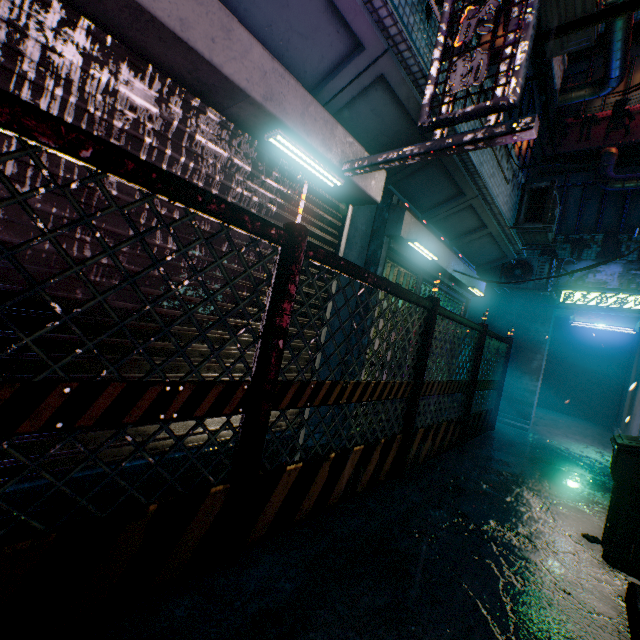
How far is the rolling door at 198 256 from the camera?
2.01m

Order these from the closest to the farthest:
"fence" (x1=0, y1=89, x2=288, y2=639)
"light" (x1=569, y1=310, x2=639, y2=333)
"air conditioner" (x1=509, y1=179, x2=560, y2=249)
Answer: "fence" (x1=0, y1=89, x2=288, y2=639), "air conditioner" (x1=509, y1=179, x2=560, y2=249), "light" (x1=569, y1=310, x2=639, y2=333)

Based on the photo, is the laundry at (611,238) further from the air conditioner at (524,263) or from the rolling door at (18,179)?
the rolling door at (18,179)

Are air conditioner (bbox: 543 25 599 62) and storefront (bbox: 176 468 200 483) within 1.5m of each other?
no

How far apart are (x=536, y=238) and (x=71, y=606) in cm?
650

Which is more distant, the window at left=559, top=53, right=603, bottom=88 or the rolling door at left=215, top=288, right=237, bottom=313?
the window at left=559, top=53, right=603, bottom=88

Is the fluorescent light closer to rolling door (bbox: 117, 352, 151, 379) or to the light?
rolling door (bbox: 117, 352, 151, 379)

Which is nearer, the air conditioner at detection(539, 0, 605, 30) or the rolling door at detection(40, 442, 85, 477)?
the rolling door at detection(40, 442, 85, 477)
